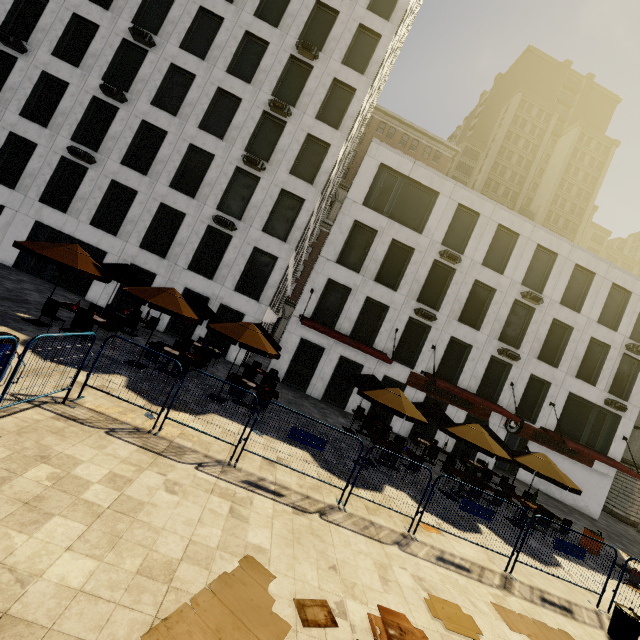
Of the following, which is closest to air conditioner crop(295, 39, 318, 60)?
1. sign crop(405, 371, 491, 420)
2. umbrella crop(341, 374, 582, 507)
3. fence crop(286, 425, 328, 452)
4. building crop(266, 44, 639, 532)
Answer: sign crop(405, 371, 491, 420)

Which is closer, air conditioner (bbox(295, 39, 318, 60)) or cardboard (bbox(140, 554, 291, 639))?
cardboard (bbox(140, 554, 291, 639))

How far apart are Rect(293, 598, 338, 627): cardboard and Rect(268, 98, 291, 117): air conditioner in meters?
21.7

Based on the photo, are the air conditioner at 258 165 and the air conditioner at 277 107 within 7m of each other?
yes

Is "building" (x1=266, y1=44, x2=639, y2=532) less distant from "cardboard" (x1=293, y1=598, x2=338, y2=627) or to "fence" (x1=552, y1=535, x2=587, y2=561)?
"fence" (x1=552, y1=535, x2=587, y2=561)

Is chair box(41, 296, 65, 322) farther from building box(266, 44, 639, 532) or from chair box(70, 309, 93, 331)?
building box(266, 44, 639, 532)

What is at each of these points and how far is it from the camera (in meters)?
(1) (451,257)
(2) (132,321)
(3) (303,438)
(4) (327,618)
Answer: (1) air conditioner, 19.80
(2) chair, 13.99
(3) fence, 7.63
(4) cardboard, 4.35

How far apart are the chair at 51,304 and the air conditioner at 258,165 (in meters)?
12.61
